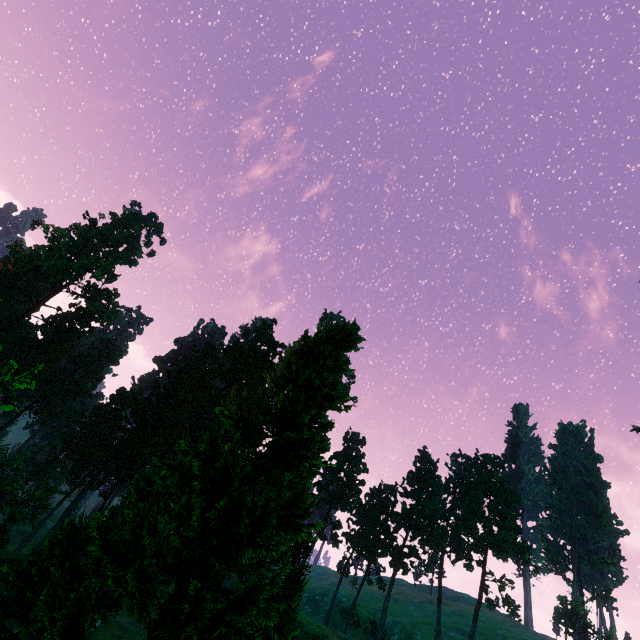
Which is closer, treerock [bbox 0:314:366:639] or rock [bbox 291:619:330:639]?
treerock [bbox 0:314:366:639]

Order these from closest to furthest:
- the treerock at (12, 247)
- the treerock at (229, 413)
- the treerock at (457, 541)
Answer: the treerock at (229, 413) < the treerock at (12, 247) < the treerock at (457, 541)

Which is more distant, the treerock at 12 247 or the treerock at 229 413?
the treerock at 12 247

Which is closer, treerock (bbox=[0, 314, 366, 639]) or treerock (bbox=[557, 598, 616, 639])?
treerock (bbox=[0, 314, 366, 639])

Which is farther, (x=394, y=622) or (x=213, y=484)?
(x=394, y=622)

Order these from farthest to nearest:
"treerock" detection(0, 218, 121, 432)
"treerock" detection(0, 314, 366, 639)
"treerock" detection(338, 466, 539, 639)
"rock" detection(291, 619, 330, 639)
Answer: "treerock" detection(338, 466, 539, 639), "treerock" detection(0, 218, 121, 432), "rock" detection(291, 619, 330, 639), "treerock" detection(0, 314, 366, 639)
